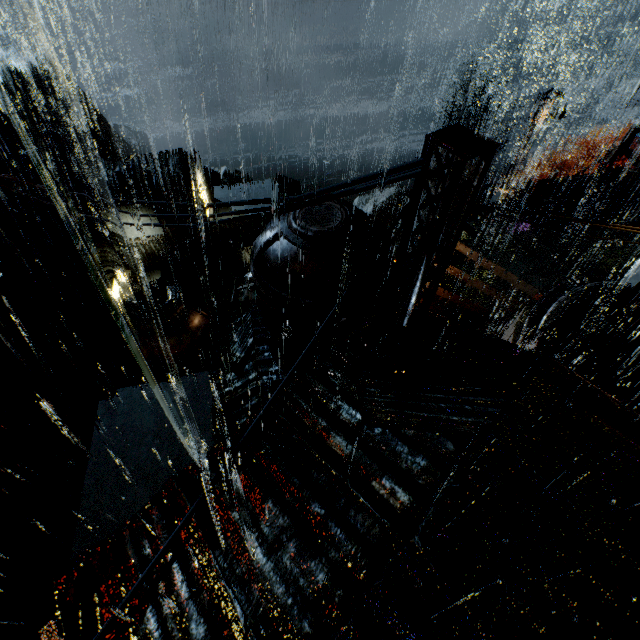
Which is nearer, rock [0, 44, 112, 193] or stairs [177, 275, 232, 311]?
stairs [177, 275, 232, 311]

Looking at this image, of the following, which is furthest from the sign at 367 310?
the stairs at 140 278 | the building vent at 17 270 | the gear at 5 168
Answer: the gear at 5 168

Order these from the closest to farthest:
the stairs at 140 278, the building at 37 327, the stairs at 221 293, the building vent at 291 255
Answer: the building vent at 291 255 → the building at 37 327 → the stairs at 140 278 → the stairs at 221 293

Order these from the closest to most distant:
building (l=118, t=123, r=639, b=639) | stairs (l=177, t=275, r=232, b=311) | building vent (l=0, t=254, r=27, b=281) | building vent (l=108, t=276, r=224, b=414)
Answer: building (l=118, t=123, r=639, b=639)
building vent (l=108, t=276, r=224, b=414)
building vent (l=0, t=254, r=27, b=281)
stairs (l=177, t=275, r=232, b=311)

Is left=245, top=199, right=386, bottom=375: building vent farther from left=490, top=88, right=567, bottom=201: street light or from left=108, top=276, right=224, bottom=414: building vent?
left=490, top=88, right=567, bottom=201: street light

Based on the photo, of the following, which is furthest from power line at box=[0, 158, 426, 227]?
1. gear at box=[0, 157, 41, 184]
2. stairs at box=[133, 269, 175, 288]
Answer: stairs at box=[133, 269, 175, 288]

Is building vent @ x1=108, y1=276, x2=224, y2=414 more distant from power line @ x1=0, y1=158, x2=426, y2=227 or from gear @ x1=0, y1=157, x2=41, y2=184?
gear @ x1=0, y1=157, x2=41, y2=184

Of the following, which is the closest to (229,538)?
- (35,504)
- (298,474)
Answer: (298,474)
